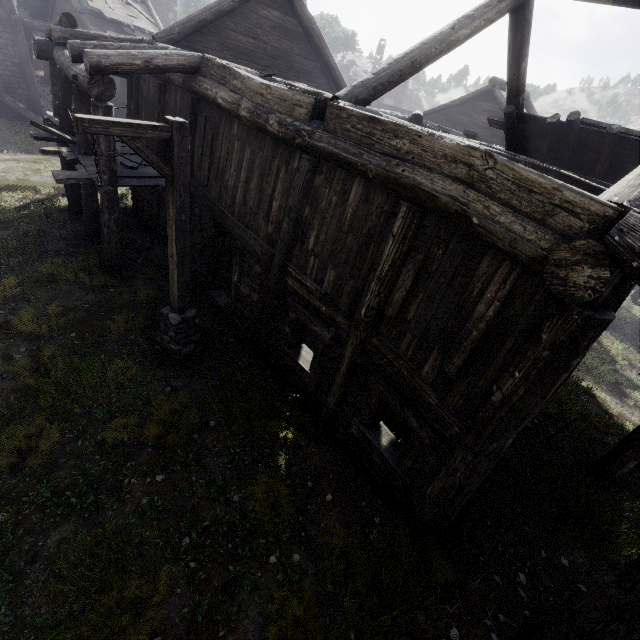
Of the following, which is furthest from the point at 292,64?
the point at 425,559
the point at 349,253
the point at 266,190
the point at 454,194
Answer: the point at 425,559

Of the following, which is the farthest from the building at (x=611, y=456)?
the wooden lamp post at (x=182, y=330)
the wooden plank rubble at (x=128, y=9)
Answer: the wooden lamp post at (x=182, y=330)

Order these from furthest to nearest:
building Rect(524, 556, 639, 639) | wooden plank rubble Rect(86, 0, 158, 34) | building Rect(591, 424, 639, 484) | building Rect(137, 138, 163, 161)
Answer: wooden plank rubble Rect(86, 0, 158, 34), building Rect(137, 138, 163, 161), building Rect(591, 424, 639, 484), building Rect(524, 556, 639, 639)

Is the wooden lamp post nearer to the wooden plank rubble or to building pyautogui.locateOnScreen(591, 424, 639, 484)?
building pyautogui.locateOnScreen(591, 424, 639, 484)

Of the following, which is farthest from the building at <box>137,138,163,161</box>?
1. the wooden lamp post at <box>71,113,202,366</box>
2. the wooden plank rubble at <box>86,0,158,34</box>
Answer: the wooden lamp post at <box>71,113,202,366</box>
